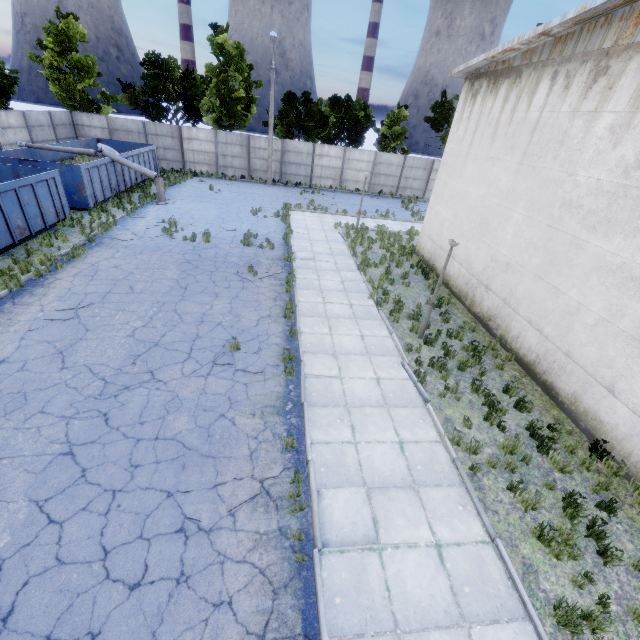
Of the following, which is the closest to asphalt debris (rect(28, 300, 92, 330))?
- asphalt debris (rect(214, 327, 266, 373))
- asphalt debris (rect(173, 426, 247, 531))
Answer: asphalt debris (rect(214, 327, 266, 373))

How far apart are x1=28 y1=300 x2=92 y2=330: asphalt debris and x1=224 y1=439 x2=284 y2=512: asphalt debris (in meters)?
6.13

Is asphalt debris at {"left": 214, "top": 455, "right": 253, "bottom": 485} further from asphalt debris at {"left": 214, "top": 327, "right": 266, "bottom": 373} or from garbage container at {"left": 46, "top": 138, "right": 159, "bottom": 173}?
garbage container at {"left": 46, "top": 138, "right": 159, "bottom": 173}

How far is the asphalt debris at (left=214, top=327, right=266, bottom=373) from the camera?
8.3 meters

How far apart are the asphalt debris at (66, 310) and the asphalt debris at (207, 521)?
6.1 meters

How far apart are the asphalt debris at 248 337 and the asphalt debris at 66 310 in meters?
4.5 m

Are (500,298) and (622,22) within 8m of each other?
yes

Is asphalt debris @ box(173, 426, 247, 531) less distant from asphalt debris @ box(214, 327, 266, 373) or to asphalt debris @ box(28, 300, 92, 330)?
asphalt debris @ box(214, 327, 266, 373)
